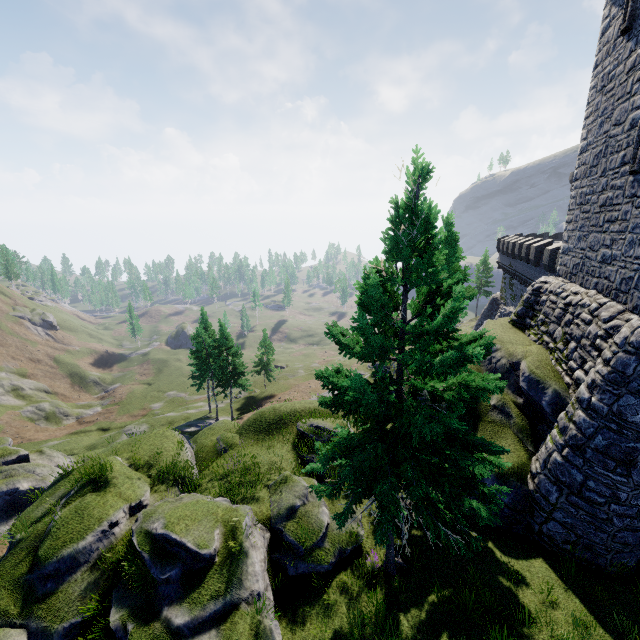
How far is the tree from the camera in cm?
727

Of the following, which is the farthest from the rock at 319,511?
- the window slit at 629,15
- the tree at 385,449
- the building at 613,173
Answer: the window slit at 629,15

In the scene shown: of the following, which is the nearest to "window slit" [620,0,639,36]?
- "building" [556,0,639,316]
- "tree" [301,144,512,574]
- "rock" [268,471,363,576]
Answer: "building" [556,0,639,316]

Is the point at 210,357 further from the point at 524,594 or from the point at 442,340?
the point at 524,594

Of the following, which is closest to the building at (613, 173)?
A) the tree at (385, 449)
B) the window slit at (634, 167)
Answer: the window slit at (634, 167)

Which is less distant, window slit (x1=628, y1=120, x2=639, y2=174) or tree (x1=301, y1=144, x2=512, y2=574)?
tree (x1=301, y1=144, x2=512, y2=574)

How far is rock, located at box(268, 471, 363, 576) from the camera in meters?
11.0 m

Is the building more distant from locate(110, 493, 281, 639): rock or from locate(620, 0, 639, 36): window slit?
locate(110, 493, 281, 639): rock
